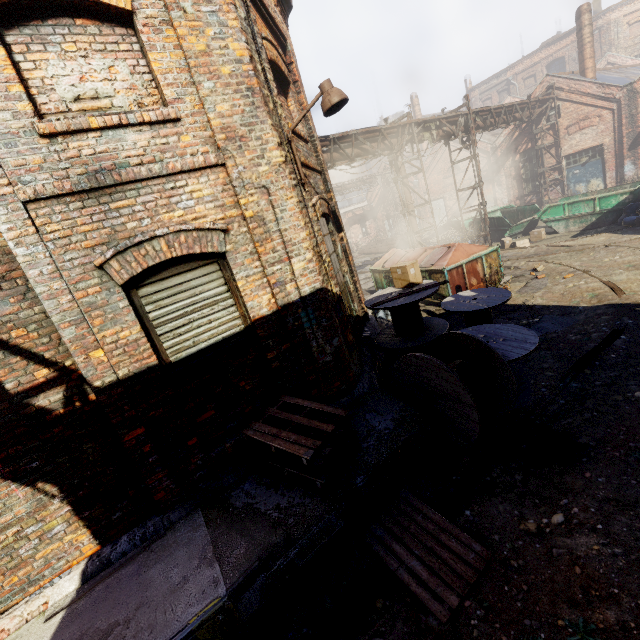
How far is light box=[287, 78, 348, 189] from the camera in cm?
451

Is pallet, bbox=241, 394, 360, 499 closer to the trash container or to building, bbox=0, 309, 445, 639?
building, bbox=0, 309, 445, 639

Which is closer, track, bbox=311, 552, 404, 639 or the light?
track, bbox=311, 552, 404, 639

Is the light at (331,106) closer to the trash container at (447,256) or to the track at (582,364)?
the track at (582,364)

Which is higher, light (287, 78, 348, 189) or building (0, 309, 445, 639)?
light (287, 78, 348, 189)

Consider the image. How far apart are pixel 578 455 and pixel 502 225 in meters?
15.5 m

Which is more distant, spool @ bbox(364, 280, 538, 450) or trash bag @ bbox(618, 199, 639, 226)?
trash bag @ bbox(618, 199, 639, 226)

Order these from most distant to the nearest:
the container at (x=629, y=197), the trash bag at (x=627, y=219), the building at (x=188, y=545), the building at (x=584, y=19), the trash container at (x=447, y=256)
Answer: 1. the building at (x=584, y=19)
2. the container at (x=629, y=197)
3. the trash bag at (x=627, y=219)
4. the trash container at (x=447, y=256)
5. the building at (x=188, y=545)
